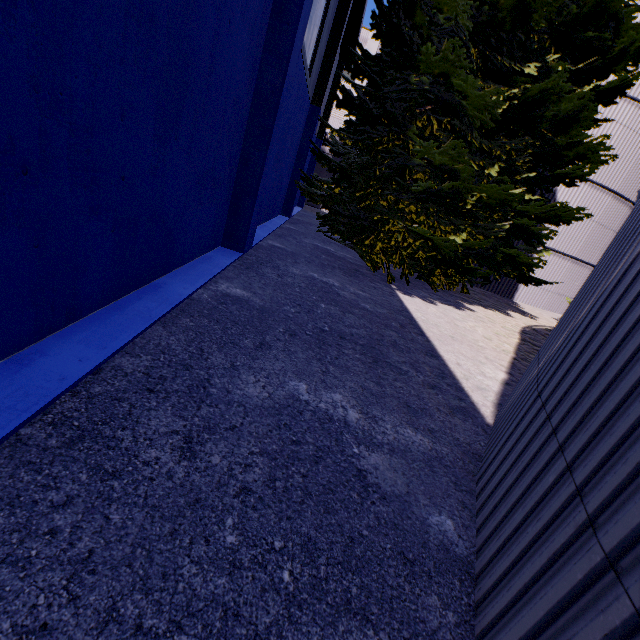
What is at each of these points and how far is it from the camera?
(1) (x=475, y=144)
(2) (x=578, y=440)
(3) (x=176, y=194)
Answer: (1) tree, 8.5 meters
(2) silo, 1.7 meters
(3) building, 4.1 meters

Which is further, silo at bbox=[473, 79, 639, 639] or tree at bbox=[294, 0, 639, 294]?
tree at bbox=[294, 0, 639, 294]

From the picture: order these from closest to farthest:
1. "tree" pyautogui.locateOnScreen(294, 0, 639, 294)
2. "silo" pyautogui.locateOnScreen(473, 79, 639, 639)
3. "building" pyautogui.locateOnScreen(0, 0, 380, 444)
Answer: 1. "silo" pyautogui.locateOnScreen(473, 79, 639, 639)
2. "building" pyautogui.locateOnScreen(0, 0, 380, 444)
3. "tree" pyautogui.locateOnScreen(294, 0, 639, 294)

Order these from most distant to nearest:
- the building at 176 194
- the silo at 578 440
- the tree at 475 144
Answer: the tree at 475 144 < the building at 176 194 < the silo at 578 440

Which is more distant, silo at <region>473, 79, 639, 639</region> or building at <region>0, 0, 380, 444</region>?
building at <region>0, 0, 380, 444</region>

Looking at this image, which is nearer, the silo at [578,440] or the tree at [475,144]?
the silo at [578,440]

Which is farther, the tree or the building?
the tree
